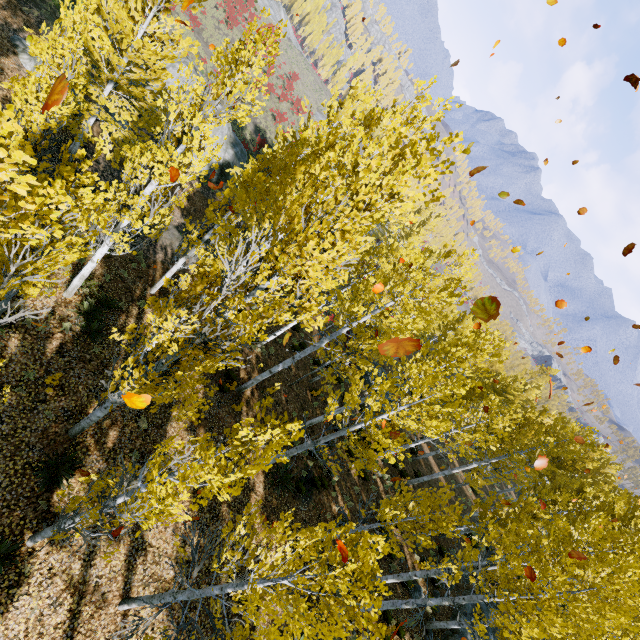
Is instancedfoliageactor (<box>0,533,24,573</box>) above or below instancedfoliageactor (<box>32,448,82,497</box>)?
below

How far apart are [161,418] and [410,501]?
8.91m

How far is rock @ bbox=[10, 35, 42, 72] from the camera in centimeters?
1308cm

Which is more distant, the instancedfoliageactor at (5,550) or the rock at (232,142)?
the rock at (232,142)

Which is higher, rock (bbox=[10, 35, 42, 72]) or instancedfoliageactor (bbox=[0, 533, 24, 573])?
rock (bbox=[10, 35, 42, 72])

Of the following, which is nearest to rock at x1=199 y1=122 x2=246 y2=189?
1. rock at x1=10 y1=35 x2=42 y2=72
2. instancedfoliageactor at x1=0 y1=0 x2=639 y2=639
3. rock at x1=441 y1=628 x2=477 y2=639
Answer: instancedfoliageactor at x1=0 y1=0 x2=639 y2=639

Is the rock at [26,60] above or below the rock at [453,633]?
below

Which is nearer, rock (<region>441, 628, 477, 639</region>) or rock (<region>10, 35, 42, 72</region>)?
rock (<region>10, 35, 42, 72</region>)
